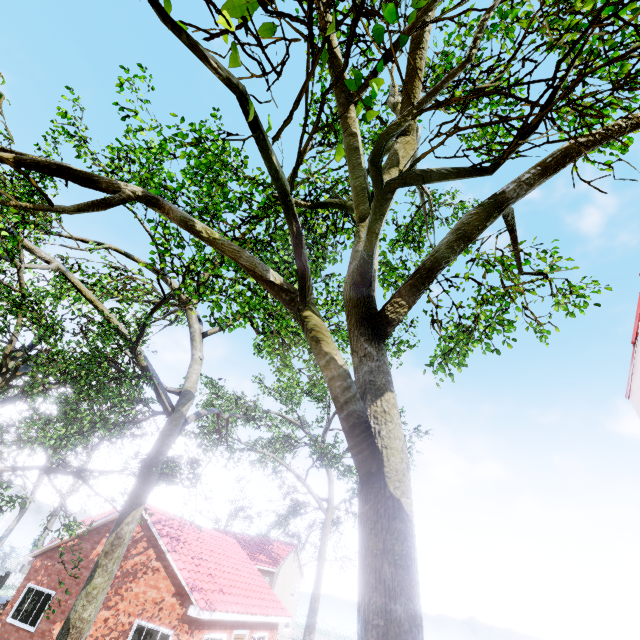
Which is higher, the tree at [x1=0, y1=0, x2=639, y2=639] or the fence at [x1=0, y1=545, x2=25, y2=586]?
the tree at [x1=0, y1=0, x2=639, y2=639]

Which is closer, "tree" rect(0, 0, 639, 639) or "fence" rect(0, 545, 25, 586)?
"tree" rect(0, 0, 639, 639)

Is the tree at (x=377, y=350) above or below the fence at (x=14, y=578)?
above

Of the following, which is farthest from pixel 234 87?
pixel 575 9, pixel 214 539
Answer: pixel 214 539

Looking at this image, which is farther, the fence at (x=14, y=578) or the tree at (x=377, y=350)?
the fence at (x=14, y=578)
